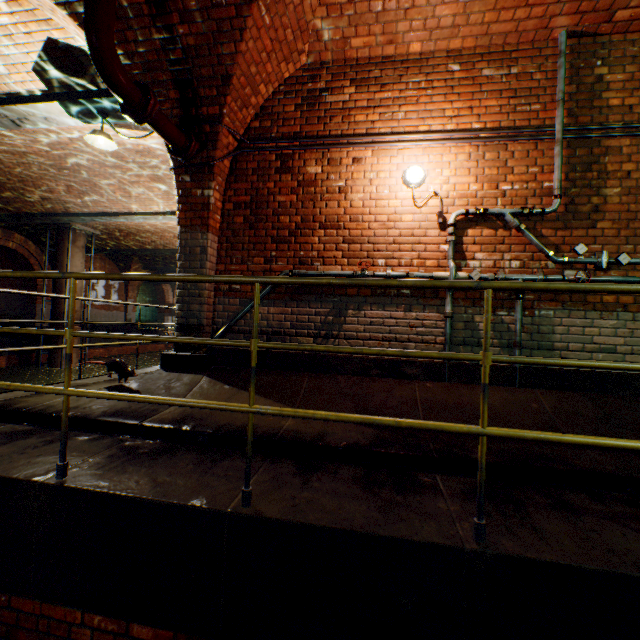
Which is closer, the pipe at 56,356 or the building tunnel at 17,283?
the pipe at 56,356

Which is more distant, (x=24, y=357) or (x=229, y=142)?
(x=24, y=357)

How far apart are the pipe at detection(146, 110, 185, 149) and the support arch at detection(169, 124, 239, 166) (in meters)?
0.11

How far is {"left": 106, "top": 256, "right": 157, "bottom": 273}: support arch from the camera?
19.9m

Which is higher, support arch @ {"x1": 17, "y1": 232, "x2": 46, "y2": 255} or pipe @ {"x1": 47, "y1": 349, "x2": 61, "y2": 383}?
support arch @ {"x1": 17, "y1": 232, "x2": 46, "y2": 255}

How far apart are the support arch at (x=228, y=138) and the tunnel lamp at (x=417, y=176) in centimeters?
197cm

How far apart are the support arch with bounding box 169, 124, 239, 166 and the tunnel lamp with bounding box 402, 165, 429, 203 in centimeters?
197cm

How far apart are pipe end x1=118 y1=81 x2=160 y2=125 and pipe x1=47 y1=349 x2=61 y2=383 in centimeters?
1327cm
